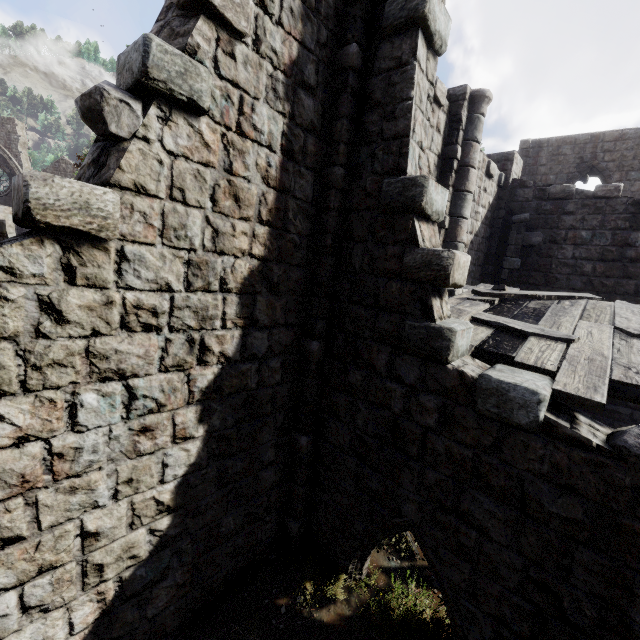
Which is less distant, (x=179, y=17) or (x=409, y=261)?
(x=179, y=17)

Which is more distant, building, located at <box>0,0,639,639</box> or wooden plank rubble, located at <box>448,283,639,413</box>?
wooden plank rubble, located at <box>448,283,639,413</box>

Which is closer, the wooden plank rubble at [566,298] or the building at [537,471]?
the building at [537,471]
